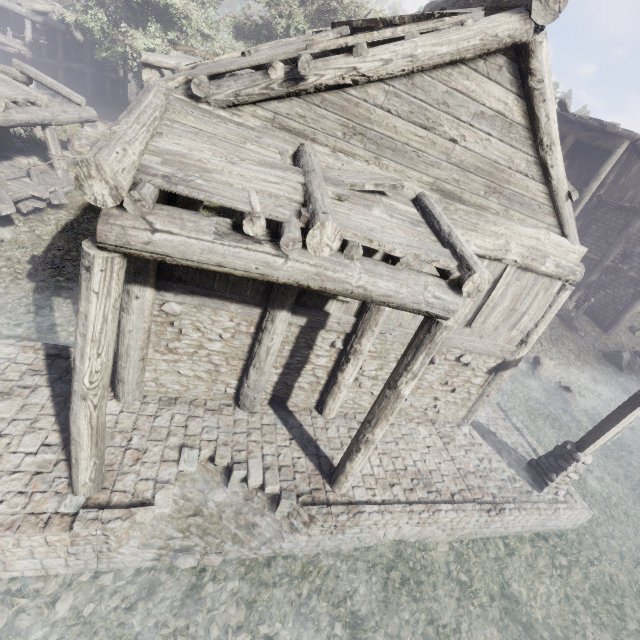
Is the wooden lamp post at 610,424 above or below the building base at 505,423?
above

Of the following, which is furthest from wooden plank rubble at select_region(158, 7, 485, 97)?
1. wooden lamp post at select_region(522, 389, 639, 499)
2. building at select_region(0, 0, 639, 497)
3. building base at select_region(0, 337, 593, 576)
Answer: wooden lamp post at select_region(522, 389, 639, 499)

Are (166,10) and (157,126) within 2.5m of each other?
A: no

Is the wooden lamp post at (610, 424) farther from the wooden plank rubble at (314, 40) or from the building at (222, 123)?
the wooden plank rubble at (314, 40)

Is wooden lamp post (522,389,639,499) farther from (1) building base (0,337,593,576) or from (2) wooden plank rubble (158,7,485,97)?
(2) wooden plank rubble (158,7,485,97)

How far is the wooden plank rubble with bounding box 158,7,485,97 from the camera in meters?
4.3 m

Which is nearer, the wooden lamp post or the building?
the building
